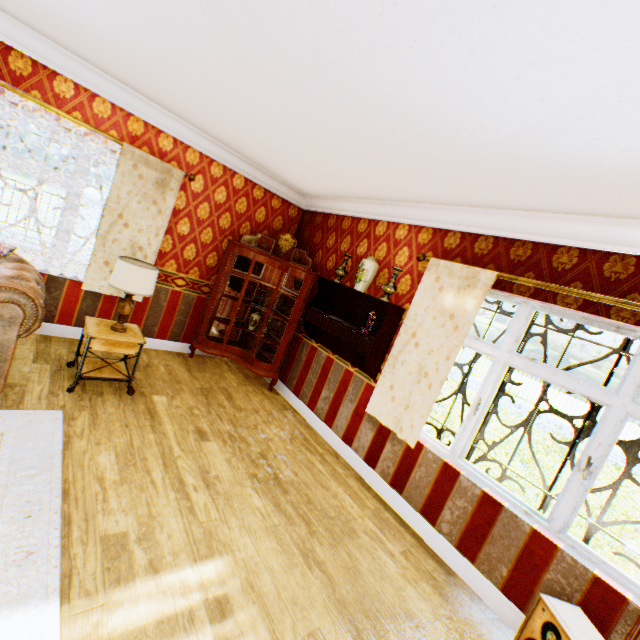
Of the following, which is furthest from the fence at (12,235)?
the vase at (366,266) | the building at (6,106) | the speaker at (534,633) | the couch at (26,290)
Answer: the speaker at (534,633)

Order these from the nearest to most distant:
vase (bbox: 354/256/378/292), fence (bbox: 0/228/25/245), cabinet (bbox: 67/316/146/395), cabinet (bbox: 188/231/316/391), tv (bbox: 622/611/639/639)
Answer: tv (bbox: 622/611/639/639), cabinet (bbox: 67/316/146/395), vase (bbox: 354/256/378/292), cabinet (bbox: 188/231/316/391), fence (bbox: 0/228/25/245)

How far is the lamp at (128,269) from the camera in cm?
324

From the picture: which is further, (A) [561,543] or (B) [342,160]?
(B) [342,160]

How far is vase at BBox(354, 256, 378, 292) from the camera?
3.95m

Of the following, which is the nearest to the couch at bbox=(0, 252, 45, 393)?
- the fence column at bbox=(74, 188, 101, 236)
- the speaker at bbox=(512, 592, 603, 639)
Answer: the speaker at bbox=(512, 592, 603, 639)

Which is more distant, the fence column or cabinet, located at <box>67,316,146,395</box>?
the fence column

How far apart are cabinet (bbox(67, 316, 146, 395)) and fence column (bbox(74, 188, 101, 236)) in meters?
8.4
